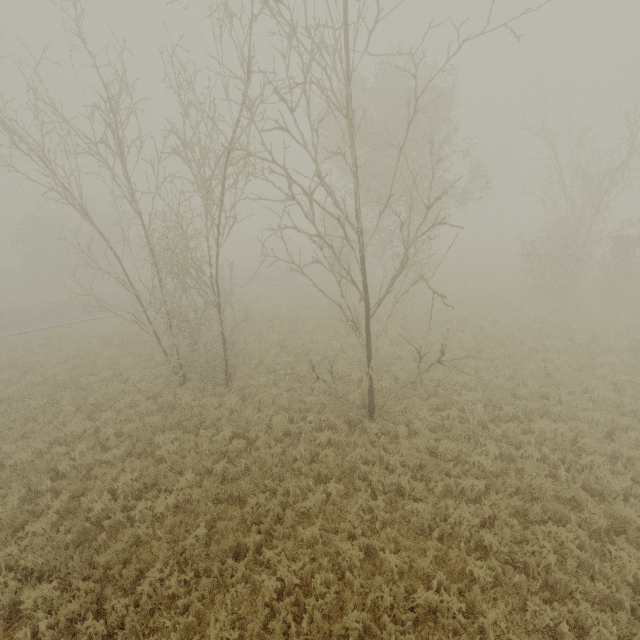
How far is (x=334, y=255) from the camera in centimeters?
839cm
